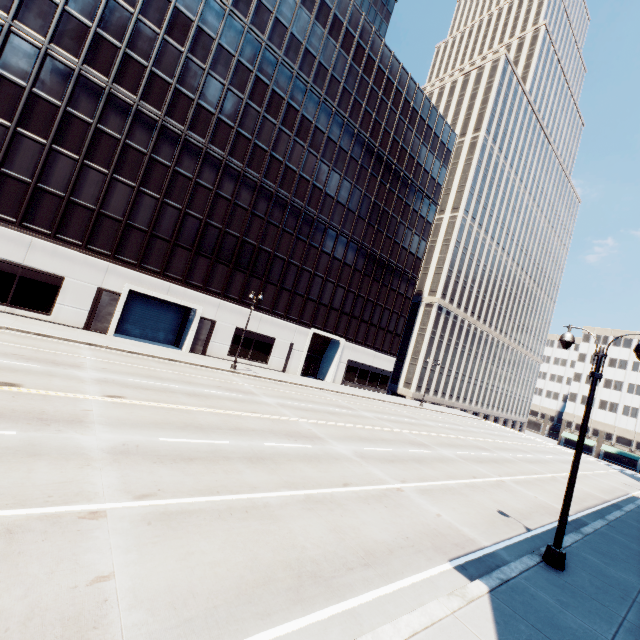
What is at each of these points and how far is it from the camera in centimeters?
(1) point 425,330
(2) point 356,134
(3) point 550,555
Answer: (1) building, 5981cm
(2) building, 4109cm
(3) light, 959cm

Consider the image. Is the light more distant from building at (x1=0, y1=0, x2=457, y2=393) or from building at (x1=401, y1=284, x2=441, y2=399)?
building at (x1=401, y1=284, x2=441, y2=399)

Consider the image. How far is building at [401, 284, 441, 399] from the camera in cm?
5872

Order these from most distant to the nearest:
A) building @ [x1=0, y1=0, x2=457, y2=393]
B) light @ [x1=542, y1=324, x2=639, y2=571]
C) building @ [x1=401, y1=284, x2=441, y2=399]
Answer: building @ [x1=401, y1=284, x2=441, y2=399] → building @ [x1=0, y1=0, x2=457, y2=393] → light @ [x1=542, y1=324, x2=639, y2=571]

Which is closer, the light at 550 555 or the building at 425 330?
the light at 550 555

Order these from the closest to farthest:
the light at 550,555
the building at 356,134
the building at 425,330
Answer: the light at 550,555 < the building at 356,134 < the building at 425,330

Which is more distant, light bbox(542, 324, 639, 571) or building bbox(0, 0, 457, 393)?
building bbox(0, 0, 457, 393)
